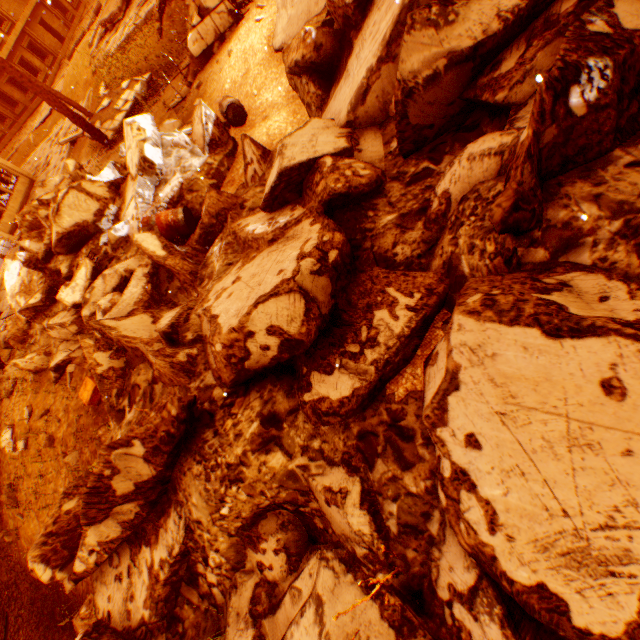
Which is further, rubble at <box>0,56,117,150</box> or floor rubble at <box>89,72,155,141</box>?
floor rubble at <box>89,72,155,141</box>

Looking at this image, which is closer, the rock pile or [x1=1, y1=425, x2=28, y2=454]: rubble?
the rock pile

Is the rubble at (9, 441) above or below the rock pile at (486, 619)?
below

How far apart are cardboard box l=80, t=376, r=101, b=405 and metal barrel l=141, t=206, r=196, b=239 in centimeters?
288cm

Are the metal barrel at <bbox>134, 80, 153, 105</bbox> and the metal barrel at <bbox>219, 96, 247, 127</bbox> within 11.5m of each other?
yes

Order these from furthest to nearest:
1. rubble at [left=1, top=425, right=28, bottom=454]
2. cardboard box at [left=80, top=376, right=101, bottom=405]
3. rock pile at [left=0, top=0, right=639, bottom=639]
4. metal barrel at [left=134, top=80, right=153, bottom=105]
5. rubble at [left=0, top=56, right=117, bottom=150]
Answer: metal barrel at [left=134, top=80, right=153, bottom=105], rubble at [left=0, top=56, right=117, bottom=150], rubble at [left=1, top=425, right=28, bottom=454], cardboard box at [left=80, top=376, right=101, bottom=405], rock pile at [left=0, top=0, right=639, bottom=639]

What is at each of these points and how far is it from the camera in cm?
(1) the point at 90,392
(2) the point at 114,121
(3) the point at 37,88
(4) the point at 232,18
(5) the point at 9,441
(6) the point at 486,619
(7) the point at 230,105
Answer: (1) cardboard box, 589
(2) floor rubble, 1473
(3) rubble, 1261
(4) floor rubble, 1001
(5) rubble, 819
(6) rock pile, 192
(7) metal barrel, 768

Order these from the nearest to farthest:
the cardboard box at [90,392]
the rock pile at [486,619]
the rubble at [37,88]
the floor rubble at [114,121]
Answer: the rock pile at [486,619]
the cardboard box at [90,392]
the rubble at [37,88]
the floor rubble at [114,121]
